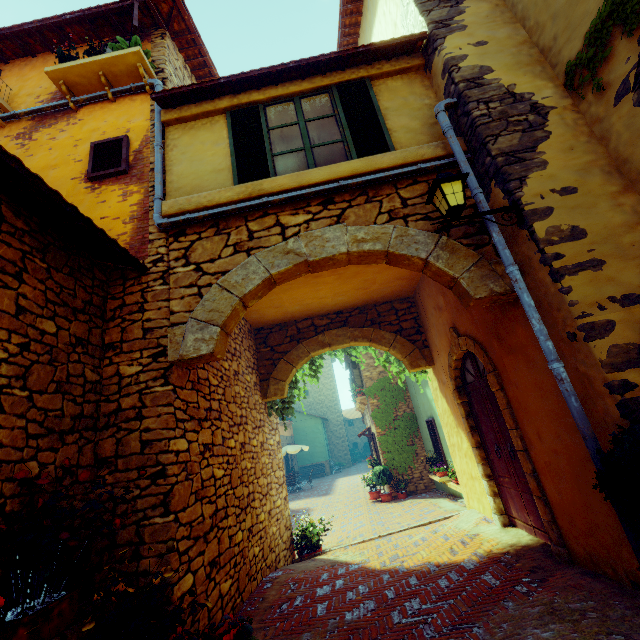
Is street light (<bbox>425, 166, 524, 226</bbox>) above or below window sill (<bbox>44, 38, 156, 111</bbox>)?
below

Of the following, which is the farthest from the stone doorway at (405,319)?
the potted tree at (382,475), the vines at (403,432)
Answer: the potted tree at (382,475)

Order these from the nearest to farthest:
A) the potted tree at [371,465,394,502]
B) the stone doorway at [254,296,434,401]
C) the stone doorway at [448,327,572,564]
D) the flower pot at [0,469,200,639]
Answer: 1. the flower pot at [0,469,200,639]
2. the stone doorway at [448,327,572,564]
3. the stone doorway at [254,296,434,401]
4. the potted tree at [371,465,394,502]

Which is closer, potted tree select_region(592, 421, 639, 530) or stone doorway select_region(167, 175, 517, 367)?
potted tree select_region(592, 421, 639, 530)

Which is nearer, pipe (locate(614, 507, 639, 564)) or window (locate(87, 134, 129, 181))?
pipe (locate(614, 507, 639, 564))

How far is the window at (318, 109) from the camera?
4.4m

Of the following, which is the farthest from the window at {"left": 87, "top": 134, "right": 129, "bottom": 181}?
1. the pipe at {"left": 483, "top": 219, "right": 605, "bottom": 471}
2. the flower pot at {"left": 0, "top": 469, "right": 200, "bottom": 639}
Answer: the flower pot at {"left": 0, "top": 469, "right": 200, "bottom": 639}

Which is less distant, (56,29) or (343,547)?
(56,29)
